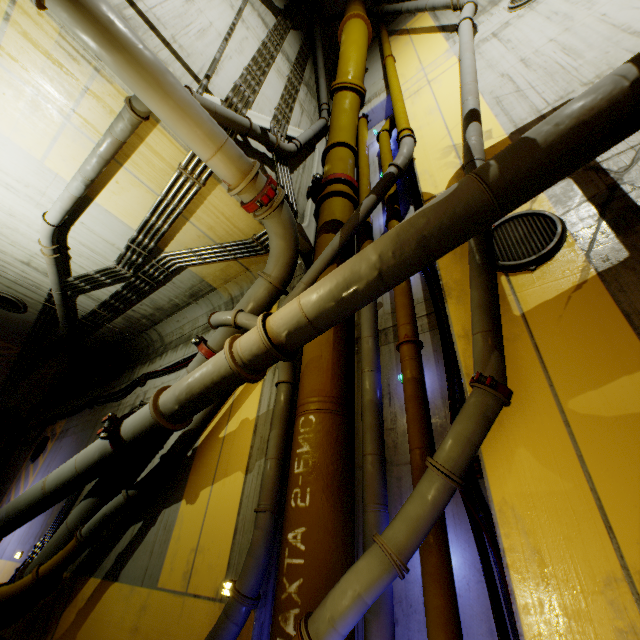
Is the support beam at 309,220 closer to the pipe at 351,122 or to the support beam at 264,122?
the pipe at 351,122

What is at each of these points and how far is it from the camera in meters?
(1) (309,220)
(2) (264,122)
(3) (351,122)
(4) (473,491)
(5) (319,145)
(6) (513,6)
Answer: (1) support beam, 6.6
(2) support beam, 6.4
(3) pipe, 8.3
(4) cable, 2.9
(5) support beam, 8.6
(6) cable, 6.4

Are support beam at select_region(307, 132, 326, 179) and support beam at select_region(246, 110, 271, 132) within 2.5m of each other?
yes

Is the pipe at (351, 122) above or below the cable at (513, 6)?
below

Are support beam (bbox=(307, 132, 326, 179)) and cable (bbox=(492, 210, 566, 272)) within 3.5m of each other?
no

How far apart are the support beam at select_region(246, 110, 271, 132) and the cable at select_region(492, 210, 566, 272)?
4.7 meters

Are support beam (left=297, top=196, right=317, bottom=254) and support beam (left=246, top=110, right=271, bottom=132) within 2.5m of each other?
yes

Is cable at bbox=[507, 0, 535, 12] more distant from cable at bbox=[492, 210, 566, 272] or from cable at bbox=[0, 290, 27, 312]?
cable at bbox=[0, 290, 27, 312]
